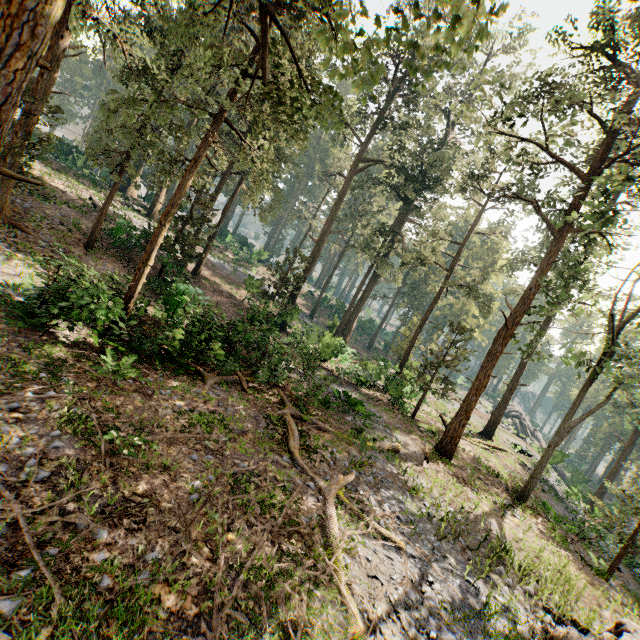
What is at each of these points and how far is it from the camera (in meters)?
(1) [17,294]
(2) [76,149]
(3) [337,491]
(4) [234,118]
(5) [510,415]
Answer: (1) foliage, 11.48
(2) foliage, 38.62
(3) foliage, 9.84
(4) foliage, 27.69
(5) rock, 50.88

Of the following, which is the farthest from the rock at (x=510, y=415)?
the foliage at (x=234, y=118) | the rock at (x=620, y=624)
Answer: the rock at (x=620, y=624)

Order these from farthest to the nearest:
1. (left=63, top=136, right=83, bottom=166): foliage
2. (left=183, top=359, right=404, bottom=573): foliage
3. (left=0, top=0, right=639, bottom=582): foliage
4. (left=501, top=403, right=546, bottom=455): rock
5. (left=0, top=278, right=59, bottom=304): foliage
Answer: (left=501, top=403, right=546, bottom=455): rock < (left=63, top=136, right=83, bottom=166): foliage < (left=0, top=278, right=59, bottom=304): foliage < (left=183, top=359, right=404, bottom=573): foliage < (left=0, top=0, right=639, bottom=582): foliage

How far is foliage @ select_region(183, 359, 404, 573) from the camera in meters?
8.0

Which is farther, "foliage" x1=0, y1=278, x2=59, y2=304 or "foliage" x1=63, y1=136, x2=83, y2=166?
"foliage" x1=63, y1=136, x2=83, y2=166

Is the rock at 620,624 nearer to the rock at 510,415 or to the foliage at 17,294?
the foliage at 17,294

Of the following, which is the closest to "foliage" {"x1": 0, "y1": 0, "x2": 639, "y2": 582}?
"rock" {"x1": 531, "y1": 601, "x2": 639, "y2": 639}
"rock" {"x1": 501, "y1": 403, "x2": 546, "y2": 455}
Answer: "rock" {"x1": 531, "y1": 601, "x2": 639, "y2": 639}
